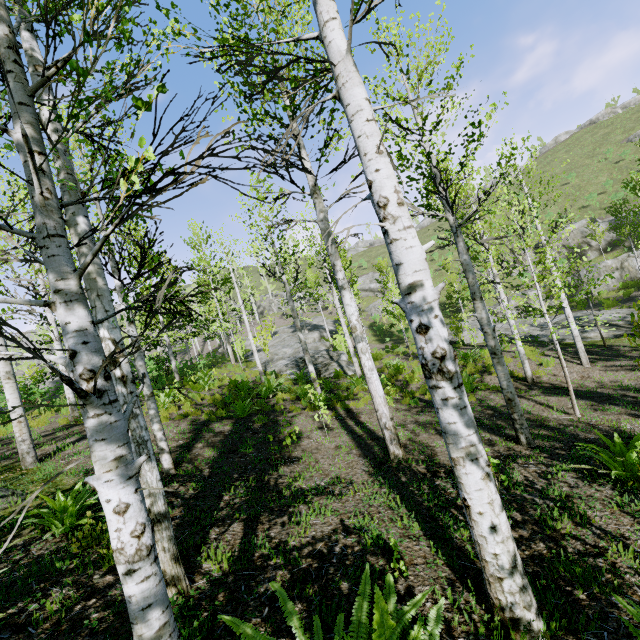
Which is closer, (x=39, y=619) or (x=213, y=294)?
(x=39, y=619)

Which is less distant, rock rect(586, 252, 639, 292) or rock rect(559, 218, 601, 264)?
rock rect(586, 252, 639, 292)

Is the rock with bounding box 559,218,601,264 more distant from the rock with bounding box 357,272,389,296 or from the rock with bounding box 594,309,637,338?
the rock with bounding box 594,309,637,338

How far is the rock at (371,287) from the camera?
48.3 meters

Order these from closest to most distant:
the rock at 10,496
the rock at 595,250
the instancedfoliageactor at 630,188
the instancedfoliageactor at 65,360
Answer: the instancedfoliageactor at 65,360, the rock at 10,496, the instancedfoliageactor at 630,188, the rock at 595,250

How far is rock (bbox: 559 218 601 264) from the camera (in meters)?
33.53

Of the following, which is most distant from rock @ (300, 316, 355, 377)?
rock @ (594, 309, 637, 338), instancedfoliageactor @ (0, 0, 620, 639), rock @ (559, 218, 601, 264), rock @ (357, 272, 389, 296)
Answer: rock @ (559, 218, 601, 264)

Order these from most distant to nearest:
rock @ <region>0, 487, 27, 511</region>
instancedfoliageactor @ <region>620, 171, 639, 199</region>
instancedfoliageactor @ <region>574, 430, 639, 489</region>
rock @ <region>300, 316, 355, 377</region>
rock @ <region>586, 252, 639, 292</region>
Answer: rock @ <region>586, 252, 639, 292</region>, instancedfoliageactor @ <region>620, 171, 639, 199</region>, rock @ <region>300, 316, 355, 377</region>, rock @ <region>0, 487, 27, 511</region>, instancedfoliageactor @ <region>574, 430, 639, 489</region>
